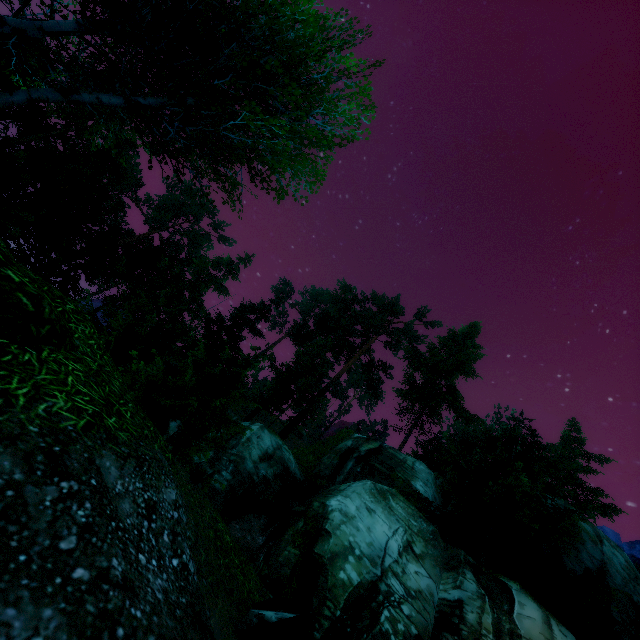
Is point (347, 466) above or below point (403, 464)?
below

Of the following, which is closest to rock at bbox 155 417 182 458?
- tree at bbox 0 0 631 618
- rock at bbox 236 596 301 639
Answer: rock at bbox 236 596 301 639

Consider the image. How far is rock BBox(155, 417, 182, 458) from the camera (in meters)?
5.51

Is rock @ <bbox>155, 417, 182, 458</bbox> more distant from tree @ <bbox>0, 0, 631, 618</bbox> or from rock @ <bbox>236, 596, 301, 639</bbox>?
tree @ <bbox>0, 0, 631, 618</bbox>

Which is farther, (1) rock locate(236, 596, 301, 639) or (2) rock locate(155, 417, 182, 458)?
(2) rock locate(155, 417, 182, 458)

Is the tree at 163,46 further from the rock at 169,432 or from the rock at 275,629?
the rock at 275,629

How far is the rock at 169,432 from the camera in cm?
551
